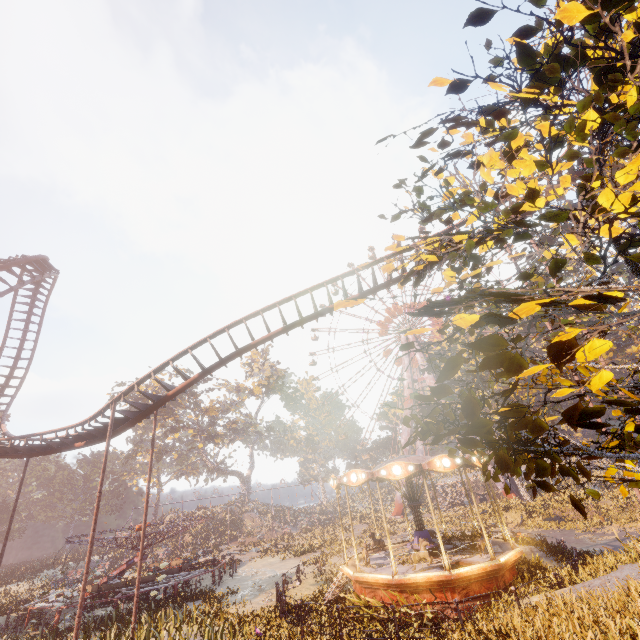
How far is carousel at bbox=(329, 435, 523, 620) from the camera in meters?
11.5

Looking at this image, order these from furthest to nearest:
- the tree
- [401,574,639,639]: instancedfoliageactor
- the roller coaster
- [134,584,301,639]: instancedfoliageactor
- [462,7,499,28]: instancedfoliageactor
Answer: the tree, the roller coaster, [134,584,301,639]: instancedfoliageactor, [401,574,639,639]: instancedfoliageactor, [462,7,499,28]: instancedfoliageactor

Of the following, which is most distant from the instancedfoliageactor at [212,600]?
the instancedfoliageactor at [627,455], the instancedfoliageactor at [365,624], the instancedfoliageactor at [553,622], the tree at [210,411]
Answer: the tree at [210,411]

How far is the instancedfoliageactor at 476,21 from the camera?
2.5 meters

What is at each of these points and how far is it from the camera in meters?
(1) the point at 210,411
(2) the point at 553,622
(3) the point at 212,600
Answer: (1) tree, 53.6
(2) instancedfoliageactor, 6.7
(3) instancedfoliageactor, 17.7

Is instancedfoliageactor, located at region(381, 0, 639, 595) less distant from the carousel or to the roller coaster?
the carousel

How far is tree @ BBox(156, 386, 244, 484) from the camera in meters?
50.3 m

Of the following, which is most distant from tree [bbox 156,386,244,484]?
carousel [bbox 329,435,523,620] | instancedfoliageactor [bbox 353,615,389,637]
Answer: instancedfoliageactor [bbox 353,615,389,637]
